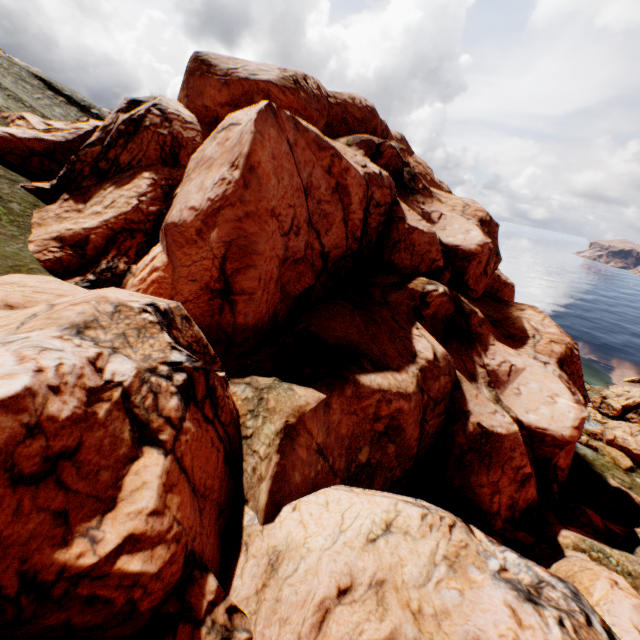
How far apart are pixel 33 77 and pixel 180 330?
73.2m

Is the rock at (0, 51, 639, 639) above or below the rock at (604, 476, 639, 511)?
above

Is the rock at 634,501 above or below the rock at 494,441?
below

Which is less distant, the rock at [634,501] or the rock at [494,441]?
the rock at [494,441]

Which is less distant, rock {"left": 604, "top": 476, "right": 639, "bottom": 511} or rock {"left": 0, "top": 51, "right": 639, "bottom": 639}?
rock {"left": 0, "top": 51, "right": 639, "bottom": 639}
